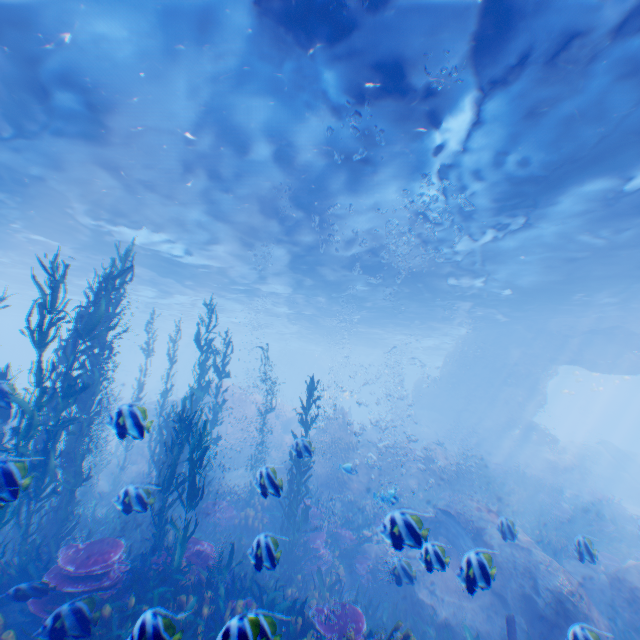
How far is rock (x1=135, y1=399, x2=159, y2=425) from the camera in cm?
502

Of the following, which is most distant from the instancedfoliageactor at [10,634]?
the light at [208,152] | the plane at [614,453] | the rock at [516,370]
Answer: the plane at [614,453]

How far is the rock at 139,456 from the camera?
16.14m

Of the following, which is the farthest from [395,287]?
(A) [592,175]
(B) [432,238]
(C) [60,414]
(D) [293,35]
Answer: (C) [60,414]

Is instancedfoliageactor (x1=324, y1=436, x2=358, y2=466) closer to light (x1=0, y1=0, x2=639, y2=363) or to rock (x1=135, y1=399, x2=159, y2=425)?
rock (x1=135, y1=399, x2=159, y2=425)

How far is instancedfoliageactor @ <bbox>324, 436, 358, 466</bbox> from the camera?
17.3 meters
